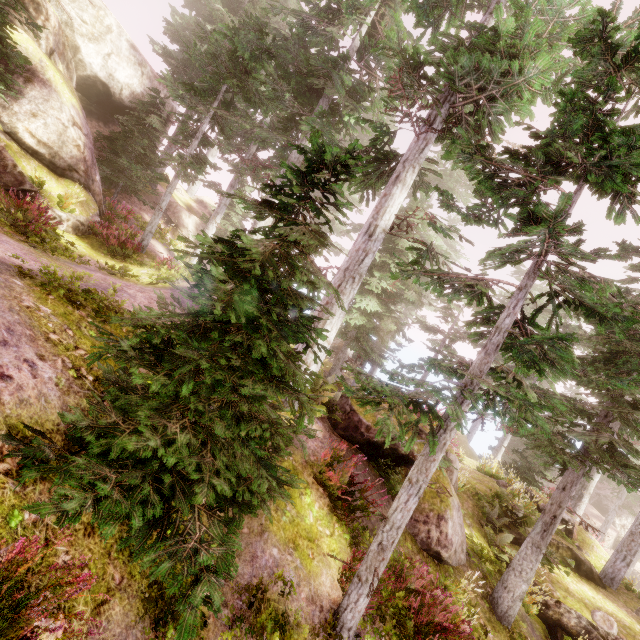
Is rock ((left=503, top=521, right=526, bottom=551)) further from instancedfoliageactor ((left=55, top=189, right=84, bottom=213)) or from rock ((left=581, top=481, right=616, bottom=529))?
rock ((left=581, top=481, right=616, bottom=529))

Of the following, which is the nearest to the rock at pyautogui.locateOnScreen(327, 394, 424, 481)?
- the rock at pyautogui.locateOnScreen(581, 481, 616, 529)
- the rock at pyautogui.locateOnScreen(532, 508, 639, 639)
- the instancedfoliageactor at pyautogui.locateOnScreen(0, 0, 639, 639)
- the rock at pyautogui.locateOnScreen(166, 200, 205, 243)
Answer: the instancedfoliageactor at pyautogui.locateOnScreen(0, 0, 639, 639)

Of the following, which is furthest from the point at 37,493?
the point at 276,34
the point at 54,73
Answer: the point at 276,34

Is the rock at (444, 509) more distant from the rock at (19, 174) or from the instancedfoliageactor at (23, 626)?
the rock at (19, 174)

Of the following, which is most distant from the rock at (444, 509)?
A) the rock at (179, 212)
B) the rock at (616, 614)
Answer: the rock at (179, 212)

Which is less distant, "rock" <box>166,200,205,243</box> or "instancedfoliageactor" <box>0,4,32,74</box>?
"instancedfoliageactor" <box>0,4,32,74</box>

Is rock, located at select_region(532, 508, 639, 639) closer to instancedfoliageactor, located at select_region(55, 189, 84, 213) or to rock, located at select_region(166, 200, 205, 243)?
instancedfoliageactor, located at select_region(55, 189, 84, 213)

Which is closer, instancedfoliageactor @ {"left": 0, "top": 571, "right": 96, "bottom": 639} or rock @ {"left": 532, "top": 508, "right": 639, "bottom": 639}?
instancedfoliageactor @ {"left": 0, "top": 571, "right": 96, "bottom": 639}
